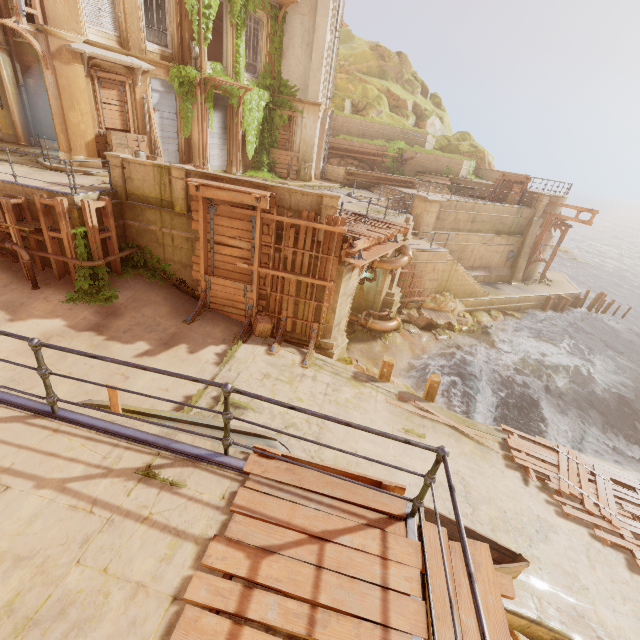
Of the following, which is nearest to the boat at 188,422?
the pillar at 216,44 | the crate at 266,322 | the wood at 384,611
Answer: the wood at 384,611

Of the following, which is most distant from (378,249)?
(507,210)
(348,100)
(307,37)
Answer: (348,100)

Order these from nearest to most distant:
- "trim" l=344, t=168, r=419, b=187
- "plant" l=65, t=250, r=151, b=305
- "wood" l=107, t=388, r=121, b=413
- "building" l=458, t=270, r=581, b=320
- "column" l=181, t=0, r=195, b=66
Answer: "wood" l=107, t=388, r=121, b=413 → "plant" l=65, t=250, r=151, b=305 → "column" l=181, t=0, r=195, b=66 → "building" l=458, t=270, r=581, b=320 → "trim" l=344, t=168, r=419, b=187

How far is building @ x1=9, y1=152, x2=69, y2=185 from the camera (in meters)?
11.27

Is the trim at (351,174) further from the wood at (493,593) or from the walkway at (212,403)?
the wood at (493,593)

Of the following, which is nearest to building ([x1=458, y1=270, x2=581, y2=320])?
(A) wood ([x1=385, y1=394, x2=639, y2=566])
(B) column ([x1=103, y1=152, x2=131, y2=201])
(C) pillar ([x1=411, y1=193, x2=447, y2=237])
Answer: (C) pillar ([x1=411, y1=193, x2=447, y2=237])

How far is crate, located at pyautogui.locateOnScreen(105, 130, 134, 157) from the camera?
13.74m
